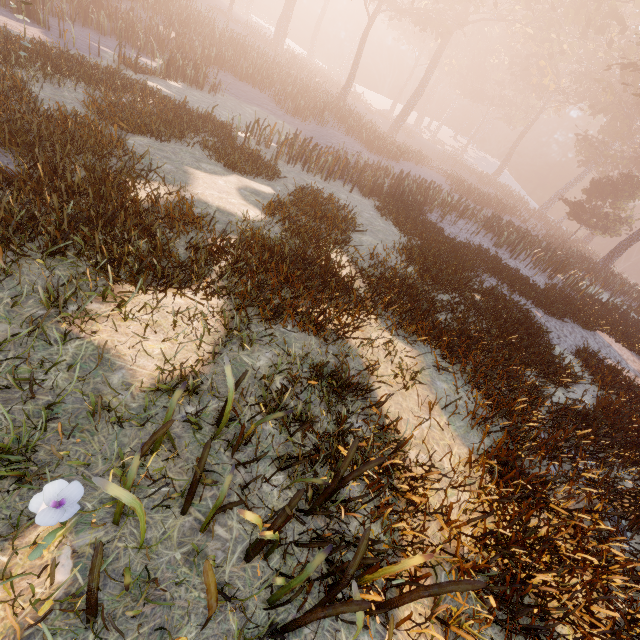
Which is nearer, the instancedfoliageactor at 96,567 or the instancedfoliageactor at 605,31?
the instancedfoliageactor at 96,567

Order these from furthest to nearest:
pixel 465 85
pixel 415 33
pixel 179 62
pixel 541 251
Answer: pixel 465 85 < pixel 415 33 < pixel 541 251 < pixel 179 62

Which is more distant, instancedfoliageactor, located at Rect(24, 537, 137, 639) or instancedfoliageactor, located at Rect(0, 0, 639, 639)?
instancedfoliageactor, located at Rect(0, 0, 639, 639)
